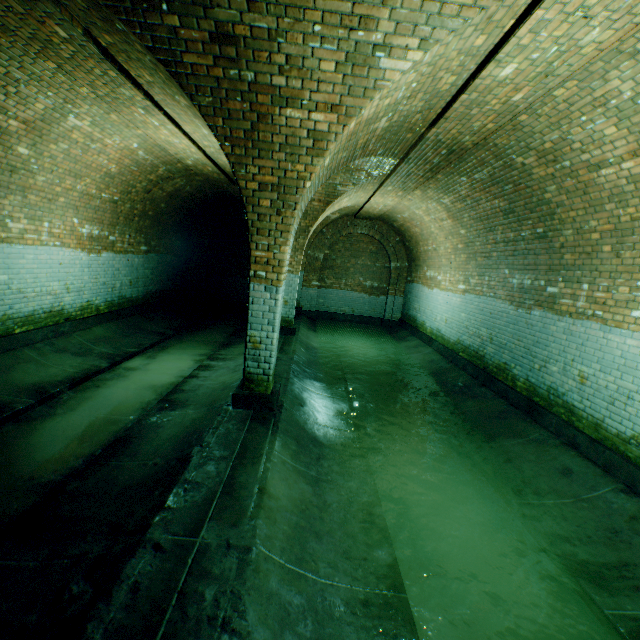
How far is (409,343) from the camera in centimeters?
1127cm
